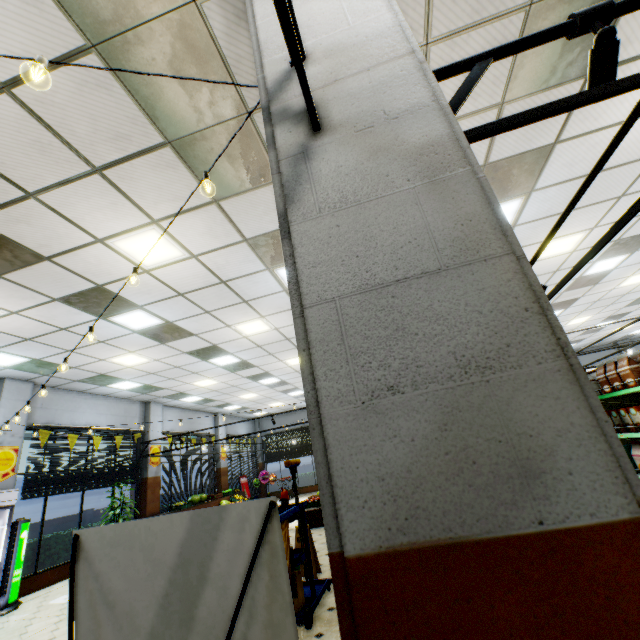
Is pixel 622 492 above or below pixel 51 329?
below

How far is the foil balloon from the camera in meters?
19.2 m

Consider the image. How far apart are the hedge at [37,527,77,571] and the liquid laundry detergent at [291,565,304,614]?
8.0 meters

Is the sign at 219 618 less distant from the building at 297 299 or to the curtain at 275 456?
the building at 297 299

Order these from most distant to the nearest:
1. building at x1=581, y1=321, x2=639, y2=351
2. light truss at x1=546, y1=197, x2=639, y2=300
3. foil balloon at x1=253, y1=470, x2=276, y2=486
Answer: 1. foil balloon at x1=253, y1=470, x2=276, y2=486
2. building at x1=581, y1=321, x2=639, y2=351
3. light truss at x1=546, y1=197, x2=639, y2=300

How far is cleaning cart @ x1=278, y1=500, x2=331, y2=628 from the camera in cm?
380

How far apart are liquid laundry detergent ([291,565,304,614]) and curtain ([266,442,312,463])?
16.74m

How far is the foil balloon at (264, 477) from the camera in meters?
19.2 m
